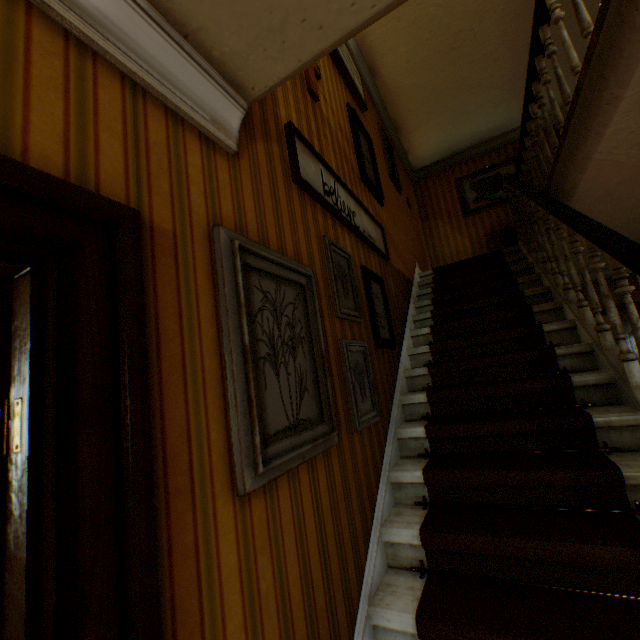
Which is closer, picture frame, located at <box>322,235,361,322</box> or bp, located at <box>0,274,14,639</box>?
bp, located at <box>0,274,14,639</box>

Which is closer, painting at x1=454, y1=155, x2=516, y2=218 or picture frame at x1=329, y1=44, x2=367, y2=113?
picture frame at x1=329, y1=44, x2=367, y2=113

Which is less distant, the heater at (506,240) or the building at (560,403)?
the building at (560,403)

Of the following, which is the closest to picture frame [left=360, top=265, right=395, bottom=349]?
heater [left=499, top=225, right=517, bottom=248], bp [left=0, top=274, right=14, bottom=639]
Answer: bp [left=0, top=274, right=14, bottom=639]

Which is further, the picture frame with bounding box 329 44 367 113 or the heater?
the heater

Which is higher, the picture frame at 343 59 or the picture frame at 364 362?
the picture frame at 343 59

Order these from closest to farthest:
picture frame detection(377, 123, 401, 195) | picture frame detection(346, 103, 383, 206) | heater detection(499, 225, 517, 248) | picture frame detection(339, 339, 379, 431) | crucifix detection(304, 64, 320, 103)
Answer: picture frame detection(339, 339, 379, 431)
crucifix detection(304, 64, 320, 103)
picture frame detection(346, 103, 383, 206)
picture frame detection(377, 123, 401, 195)
heater detection(499, 225, 517, 248)

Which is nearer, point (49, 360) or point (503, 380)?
point (49, 360)
